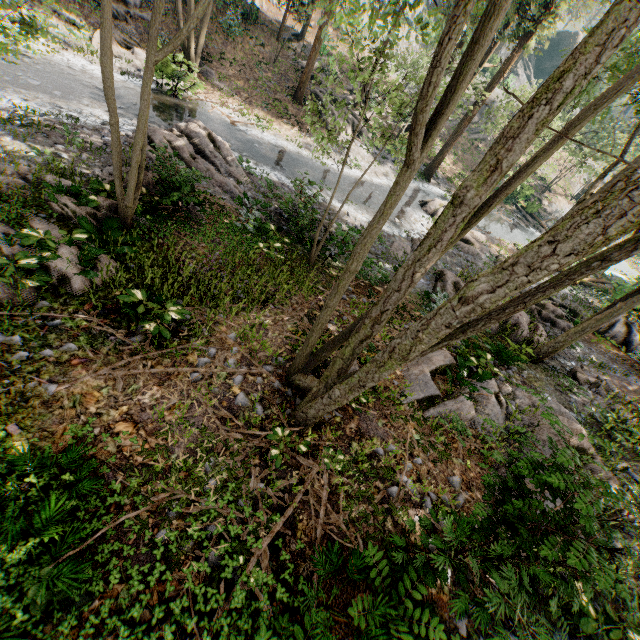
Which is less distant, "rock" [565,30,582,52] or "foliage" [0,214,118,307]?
"foliage" [0,214,118,307]

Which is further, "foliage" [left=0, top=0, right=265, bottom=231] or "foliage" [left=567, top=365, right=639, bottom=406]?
"foliage" [left=567, top=365, right=639, bottom=406]

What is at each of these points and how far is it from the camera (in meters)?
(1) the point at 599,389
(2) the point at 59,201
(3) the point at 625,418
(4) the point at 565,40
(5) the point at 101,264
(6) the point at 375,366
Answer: (1) foliage, 12.07
(2) foliage, 8.96
(3) foliage, 10.54
(4) rock, 59.91
(5) foliage, 7.93
(6) foliage, 4.30

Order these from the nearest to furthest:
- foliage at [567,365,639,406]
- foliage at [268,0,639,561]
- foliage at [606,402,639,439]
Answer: foliage at [268,0,639,561]
foliage at [606,402,639,439]
foliage at [567,365,639,406]

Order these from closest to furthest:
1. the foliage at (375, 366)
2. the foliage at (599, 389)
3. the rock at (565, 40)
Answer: the foliage at (375, 366) → the foliage at (599, 389) → the rock at (565, 40)

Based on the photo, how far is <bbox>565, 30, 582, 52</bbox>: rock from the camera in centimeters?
5869cm

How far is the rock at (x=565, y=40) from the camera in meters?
58.7
